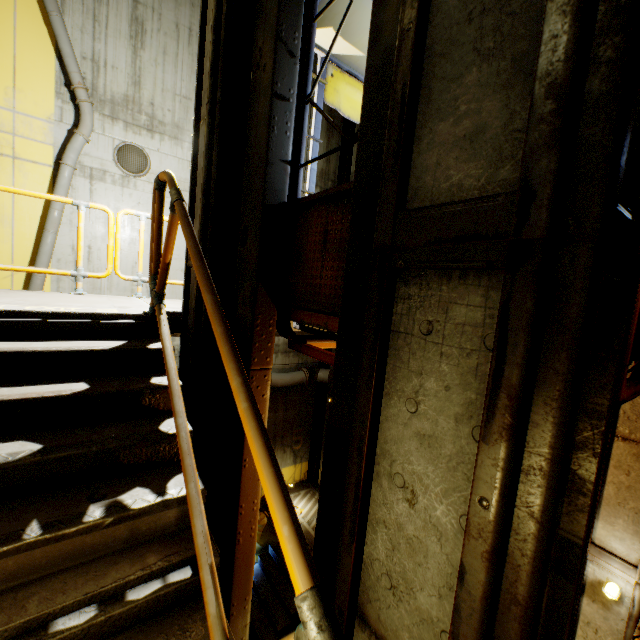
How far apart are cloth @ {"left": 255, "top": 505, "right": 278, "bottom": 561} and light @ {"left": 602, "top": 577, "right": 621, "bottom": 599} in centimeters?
853cm

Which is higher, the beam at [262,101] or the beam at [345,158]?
the beam at [345,158]

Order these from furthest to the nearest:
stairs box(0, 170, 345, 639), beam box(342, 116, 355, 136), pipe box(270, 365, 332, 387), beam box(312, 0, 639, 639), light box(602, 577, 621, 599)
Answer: beam box(342, 116, 355, 136) < pipe box(270, 365, 332, 387) < light box(602, 577, 621, 599) < stairs box(0, 170, 345, 639) < beam box(312, 0, 639, 639)

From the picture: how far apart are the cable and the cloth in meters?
9.9

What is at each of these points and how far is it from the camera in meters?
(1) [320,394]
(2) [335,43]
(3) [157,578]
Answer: (1) beam, 12.6
(2) elevator, 2.8
(3) stairs, 1.8

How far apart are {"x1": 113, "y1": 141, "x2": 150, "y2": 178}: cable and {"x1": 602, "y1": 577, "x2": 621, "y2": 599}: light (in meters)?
11.30

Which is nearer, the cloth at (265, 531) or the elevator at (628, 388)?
the elevator at (628, 388)

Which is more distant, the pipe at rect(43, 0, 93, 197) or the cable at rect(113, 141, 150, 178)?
the cable at rect(113, 141, 150, 178)
